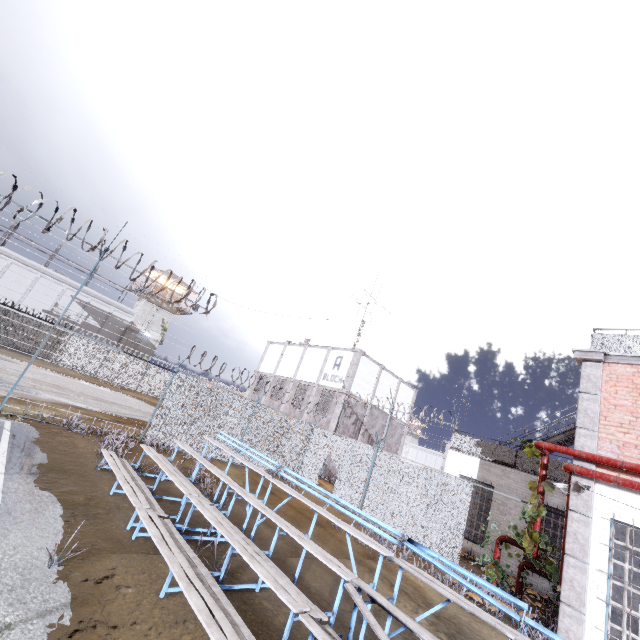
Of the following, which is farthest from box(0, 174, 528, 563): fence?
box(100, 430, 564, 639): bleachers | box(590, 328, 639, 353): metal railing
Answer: box(100, 430, 564, 639): bleachers

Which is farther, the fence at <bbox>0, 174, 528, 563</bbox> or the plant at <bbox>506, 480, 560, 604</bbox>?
the fence at <bbox>0, 174, 528, 563</bbox>

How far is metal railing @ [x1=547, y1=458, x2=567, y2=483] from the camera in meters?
13.1 m

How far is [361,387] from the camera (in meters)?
24.44

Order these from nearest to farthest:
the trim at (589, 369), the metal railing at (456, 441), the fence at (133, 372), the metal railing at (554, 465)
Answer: the trim at (589, 369) < the fence at (133, 372) < the metal railing at (554, 465) < the metal railing at (456, 441)

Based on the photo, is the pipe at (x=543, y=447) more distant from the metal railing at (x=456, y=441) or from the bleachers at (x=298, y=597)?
the bleachers at (x=298, y=597)

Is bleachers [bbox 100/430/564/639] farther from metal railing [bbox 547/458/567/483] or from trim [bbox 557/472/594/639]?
metal railing [bbox 547/458/567/483]
